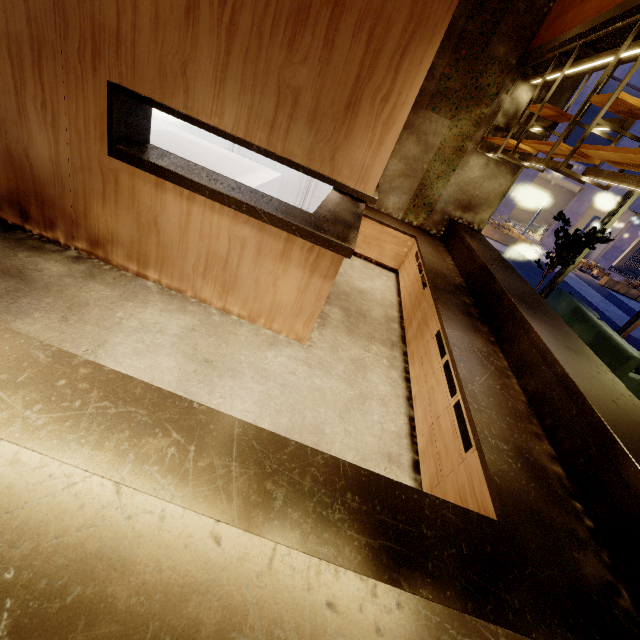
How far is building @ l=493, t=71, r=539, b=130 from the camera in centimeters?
509cm

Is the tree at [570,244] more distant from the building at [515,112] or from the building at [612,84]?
the building at [612,84]

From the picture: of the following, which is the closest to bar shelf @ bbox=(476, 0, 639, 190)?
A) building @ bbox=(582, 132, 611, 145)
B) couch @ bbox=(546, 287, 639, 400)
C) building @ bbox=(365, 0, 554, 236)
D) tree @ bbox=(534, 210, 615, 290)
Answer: building @ bbox=(365, 0, 554, 236)

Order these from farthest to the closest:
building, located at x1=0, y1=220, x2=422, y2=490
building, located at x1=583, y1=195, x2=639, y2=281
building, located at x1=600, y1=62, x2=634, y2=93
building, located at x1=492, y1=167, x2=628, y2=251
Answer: building, located at x1=583, y1=195, x2=639, y2=281 → building, located at x1=492, y1=167, x2=628, y2=251 → building, located at x1=600, y1=62, x2=634, y2=93 → building, located at x1=0, y1=220, x2=422, y2=490

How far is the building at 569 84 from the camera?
5.0m

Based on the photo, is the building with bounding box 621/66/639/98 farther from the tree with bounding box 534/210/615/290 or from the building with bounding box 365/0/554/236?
the tree with bounding box 534/210/615/290

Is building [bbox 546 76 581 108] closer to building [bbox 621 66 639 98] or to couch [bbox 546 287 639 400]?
couch [bbox 546 287 639 400]

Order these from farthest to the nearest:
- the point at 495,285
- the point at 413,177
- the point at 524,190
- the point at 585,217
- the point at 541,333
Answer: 1. the point at 585,217
2. the point at 524,190
3. the point at 413,177
4. the point at 495,285
5. the point at 541,333
